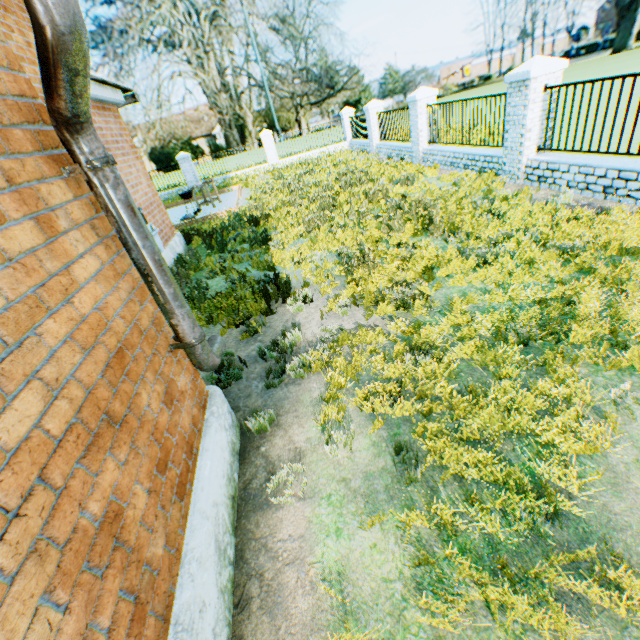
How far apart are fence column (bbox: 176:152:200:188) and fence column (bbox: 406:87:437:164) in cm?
1466

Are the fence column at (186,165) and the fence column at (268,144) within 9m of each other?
yes

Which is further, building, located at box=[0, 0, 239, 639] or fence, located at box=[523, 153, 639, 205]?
fence, located at box=[523, 153, 639, 205]

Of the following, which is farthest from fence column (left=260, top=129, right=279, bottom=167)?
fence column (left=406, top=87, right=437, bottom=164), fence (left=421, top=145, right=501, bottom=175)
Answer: fence (left=421, top=145, right=501, bottom=175)

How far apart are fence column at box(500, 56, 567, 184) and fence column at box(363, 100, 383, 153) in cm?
1041

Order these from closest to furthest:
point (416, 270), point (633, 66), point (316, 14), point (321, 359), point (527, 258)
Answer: point (321, 359), point (527, 258), point (416, 270), point (633, 66), point (316, 14)

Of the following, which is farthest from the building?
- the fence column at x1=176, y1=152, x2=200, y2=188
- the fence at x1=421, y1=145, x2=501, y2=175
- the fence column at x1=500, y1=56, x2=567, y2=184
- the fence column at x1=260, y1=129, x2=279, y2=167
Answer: the fence column at x1=260, y1=129, x2=279, y2=167

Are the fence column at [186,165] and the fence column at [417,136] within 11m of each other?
no
